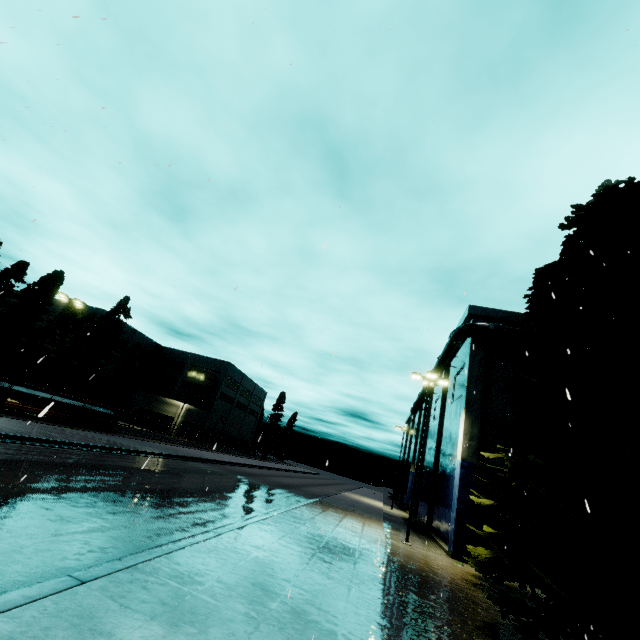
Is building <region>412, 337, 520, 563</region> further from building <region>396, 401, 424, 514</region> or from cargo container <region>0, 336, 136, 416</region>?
cargo container <region>0, 336, 136, 416</region>

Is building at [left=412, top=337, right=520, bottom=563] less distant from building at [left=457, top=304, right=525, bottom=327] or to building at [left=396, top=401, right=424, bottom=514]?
building at [left=457, top=304, right=525, bottom=327]

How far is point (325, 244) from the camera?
4.7 meters

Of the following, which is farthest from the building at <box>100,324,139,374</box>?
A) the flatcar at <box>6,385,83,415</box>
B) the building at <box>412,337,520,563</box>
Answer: the building at <box>412,337,520,563</box>

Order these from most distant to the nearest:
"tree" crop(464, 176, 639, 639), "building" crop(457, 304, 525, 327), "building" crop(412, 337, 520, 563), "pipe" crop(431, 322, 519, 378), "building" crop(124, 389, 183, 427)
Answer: "building" crop(124, 389, 183, 427)
"building" crop(457, 304, 525, 327)
"pipe" crop(431, 322, 519, 378)
"building" crop(412, 337, 520, 563)
"tree" crop(464, 176, 639, 639)

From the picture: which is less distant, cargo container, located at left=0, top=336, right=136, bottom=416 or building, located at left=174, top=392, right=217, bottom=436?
cargo container, located at left=0, top=336, right=136, bottom=416

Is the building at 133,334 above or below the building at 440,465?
above

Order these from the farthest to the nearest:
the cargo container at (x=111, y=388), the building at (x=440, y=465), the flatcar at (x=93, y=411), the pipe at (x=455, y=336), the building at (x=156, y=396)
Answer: the building at (x=156, y=396)
the flatcar at (x=93, y=411)
the pipe at (x=455, y=336)
the cargo container at (x=111, y=388)
the building at (x=440, y=465)
